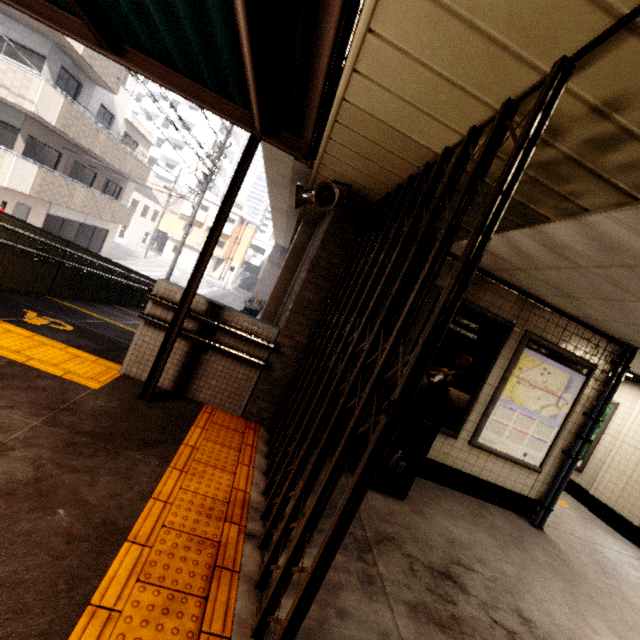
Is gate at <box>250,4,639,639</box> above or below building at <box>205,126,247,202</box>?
below

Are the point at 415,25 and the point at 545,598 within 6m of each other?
yes

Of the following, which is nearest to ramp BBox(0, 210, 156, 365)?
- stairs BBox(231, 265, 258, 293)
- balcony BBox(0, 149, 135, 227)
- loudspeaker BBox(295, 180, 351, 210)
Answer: loudspeaker BBox(295, 180, 351, 210)

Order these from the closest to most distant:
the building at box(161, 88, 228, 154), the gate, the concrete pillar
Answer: the gate, the concrete pillar, the building at box(161, 88, 228, 154)

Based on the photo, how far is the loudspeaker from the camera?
3.25m

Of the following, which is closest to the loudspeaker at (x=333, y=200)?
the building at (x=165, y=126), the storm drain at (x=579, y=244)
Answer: the storm drain at (x=579, y=244)

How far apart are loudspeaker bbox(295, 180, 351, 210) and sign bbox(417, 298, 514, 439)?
1.63m

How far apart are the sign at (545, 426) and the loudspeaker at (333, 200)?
3.1m
